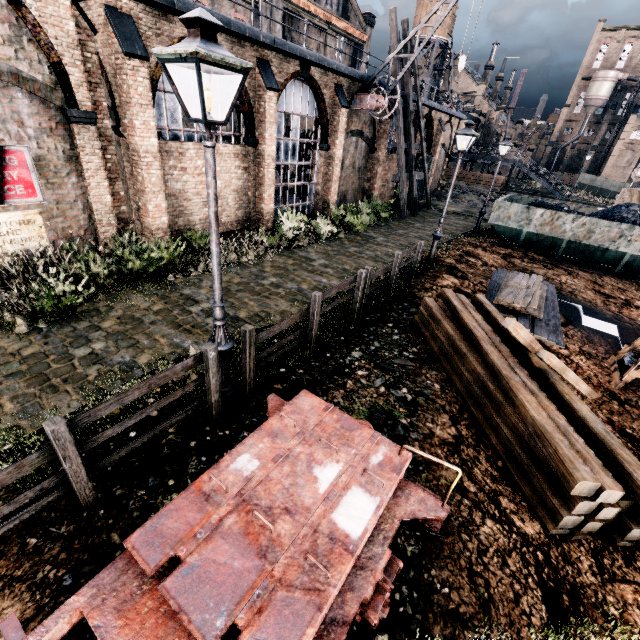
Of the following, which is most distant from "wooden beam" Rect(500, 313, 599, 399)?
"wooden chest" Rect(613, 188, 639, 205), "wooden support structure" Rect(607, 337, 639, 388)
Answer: "wooden chest" Rect(613, 188, 639, 205)

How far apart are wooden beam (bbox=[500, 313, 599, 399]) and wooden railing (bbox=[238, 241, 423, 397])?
3.32m

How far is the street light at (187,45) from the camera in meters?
3.4

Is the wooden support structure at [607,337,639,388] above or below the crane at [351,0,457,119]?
below

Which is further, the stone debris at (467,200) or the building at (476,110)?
the building at (476,110)

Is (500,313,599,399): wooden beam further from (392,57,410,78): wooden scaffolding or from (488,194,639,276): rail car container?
(392,57,410,78): wooden scaffolding

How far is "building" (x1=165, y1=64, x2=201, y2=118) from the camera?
12.1m

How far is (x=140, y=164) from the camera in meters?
11.4
